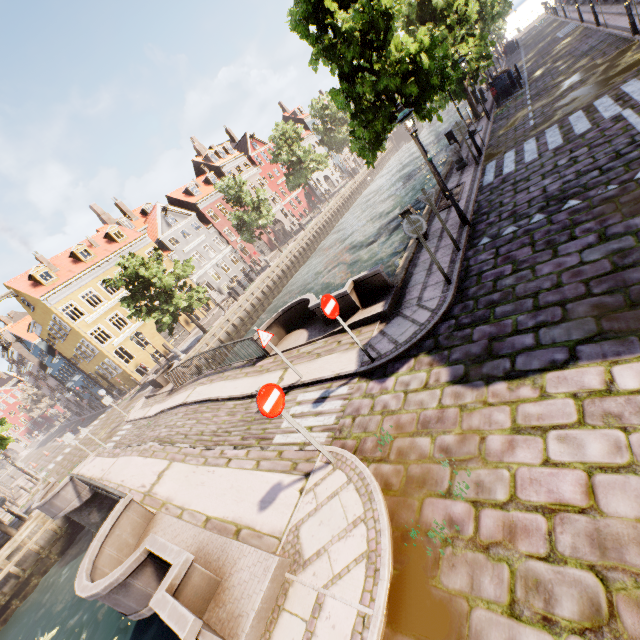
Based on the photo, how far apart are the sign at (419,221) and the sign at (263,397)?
4.5 meters

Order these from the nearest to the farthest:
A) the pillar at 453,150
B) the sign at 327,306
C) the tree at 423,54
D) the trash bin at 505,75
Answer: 1. the sign at 327,306
2. the tree at 423,54
3. the pillar at 453,150
4. the trash bin at 505,75

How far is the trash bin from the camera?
20.65m

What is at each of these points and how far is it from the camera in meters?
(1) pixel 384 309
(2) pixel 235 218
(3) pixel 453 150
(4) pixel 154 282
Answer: (1) bridge, 8.4
(2) tree, 33.0
(3) pillar, 14.4
(4) tree, 24.8

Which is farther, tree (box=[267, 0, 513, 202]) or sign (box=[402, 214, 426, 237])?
tree (box=[267, 0, 513, 202])

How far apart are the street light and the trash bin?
18.1 meters

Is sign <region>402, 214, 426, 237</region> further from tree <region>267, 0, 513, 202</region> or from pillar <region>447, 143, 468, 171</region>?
pillar <region>447, 143, 468, 171</region>

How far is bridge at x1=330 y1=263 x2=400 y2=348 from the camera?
8.6 meters
